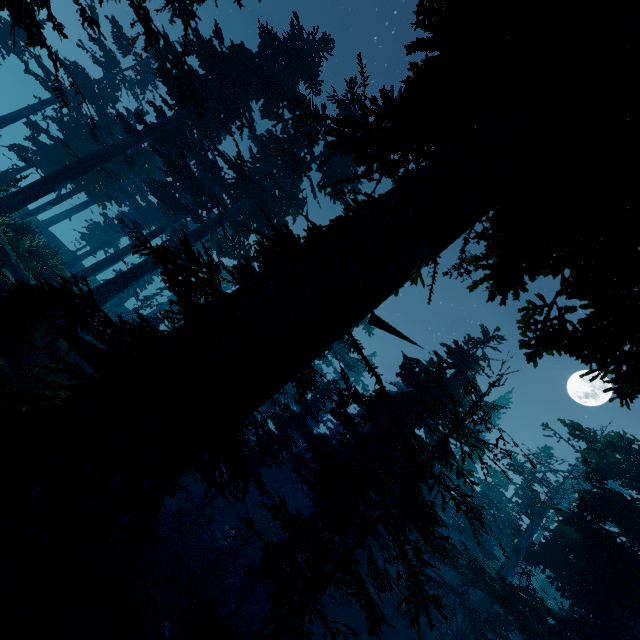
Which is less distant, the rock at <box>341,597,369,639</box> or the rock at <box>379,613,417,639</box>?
the rock at <box>379,613,417,639</box>

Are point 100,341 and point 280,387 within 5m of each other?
yes

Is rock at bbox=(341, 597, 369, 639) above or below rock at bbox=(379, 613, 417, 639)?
below

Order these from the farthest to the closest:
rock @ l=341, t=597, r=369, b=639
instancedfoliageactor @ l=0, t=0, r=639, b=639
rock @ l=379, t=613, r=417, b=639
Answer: rock @ l=341, t=597, r=369, b=639 → rock @ l=379, t=613, r=417, b=639 → instancedfoliageactor @ l=0, t=0, r=639, b=639

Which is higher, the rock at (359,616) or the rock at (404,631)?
the rock at (404,631)

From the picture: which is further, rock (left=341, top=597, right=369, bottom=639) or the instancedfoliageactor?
rock (left=341, top=597, right=369, bottom=639)

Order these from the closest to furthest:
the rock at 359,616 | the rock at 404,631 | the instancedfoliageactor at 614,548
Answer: the instancedfoliageactor at 614,548
the rock at 404,631
the rock at 359,616
